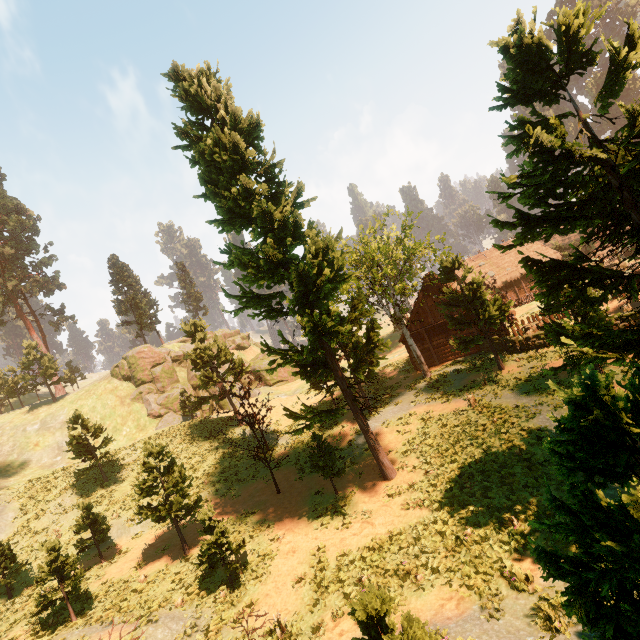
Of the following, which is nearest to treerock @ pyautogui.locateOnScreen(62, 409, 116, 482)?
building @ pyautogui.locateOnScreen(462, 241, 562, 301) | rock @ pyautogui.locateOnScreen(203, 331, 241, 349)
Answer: building @ pyautogui.locateOnScreen(462, 241, 562, 301)

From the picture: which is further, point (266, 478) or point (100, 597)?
point (266, 478)

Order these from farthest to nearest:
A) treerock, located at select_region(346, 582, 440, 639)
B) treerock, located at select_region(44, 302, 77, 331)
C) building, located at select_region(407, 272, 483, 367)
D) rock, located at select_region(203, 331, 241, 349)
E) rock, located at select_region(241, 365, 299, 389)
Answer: rock, located at select_region(203, 331, 241, 349) < treerock, located at select_region(44, 302, 77, 331) < rock, located at select_region(241, 365, 299, 389) < building, located at select_region(407, 272, 483, 367) < treerock, located at select_region(346, 582, 440, 639)

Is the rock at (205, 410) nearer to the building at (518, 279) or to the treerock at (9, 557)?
the treerock at (9, 557)

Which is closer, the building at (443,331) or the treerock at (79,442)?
the treerock at (79,442)

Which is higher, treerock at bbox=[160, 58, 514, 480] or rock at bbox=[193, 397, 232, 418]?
treerock at bbox=[160, 58, 514, 480]

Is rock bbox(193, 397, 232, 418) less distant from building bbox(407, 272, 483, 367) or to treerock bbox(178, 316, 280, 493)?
treerock bbox(178, 316, 280, 493)
